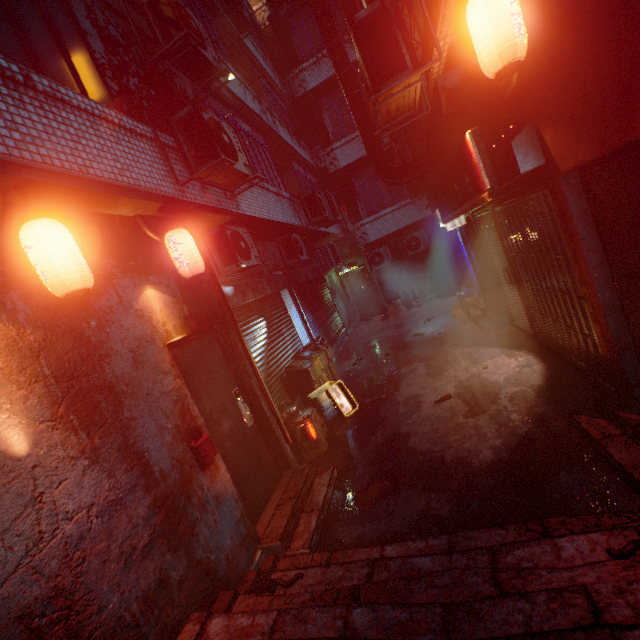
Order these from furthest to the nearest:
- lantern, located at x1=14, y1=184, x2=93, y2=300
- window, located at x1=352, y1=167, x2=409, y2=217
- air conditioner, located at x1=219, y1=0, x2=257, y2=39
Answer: window, located at x1=352, y1=167, x2=409, y2=217, air conditioner, located at x1=219, y1=0, x2=257, y2=39, lantern, located at x1=14, y1=184, x2=93, y2=300

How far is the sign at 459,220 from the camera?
3.0 meters

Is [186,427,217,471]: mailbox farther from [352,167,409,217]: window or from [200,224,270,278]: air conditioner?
[352,167,409,217]: window

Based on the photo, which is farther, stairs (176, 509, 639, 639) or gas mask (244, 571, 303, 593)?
gas mask (244, 571, 303, 593)

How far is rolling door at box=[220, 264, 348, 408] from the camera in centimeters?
565cm

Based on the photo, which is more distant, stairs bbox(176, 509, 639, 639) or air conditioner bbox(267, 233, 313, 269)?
air conditioner bbox(267, 233, 313, 269)

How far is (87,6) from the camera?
3.52m

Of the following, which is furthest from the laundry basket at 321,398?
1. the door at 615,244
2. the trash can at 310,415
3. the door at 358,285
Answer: the door at 358,285
